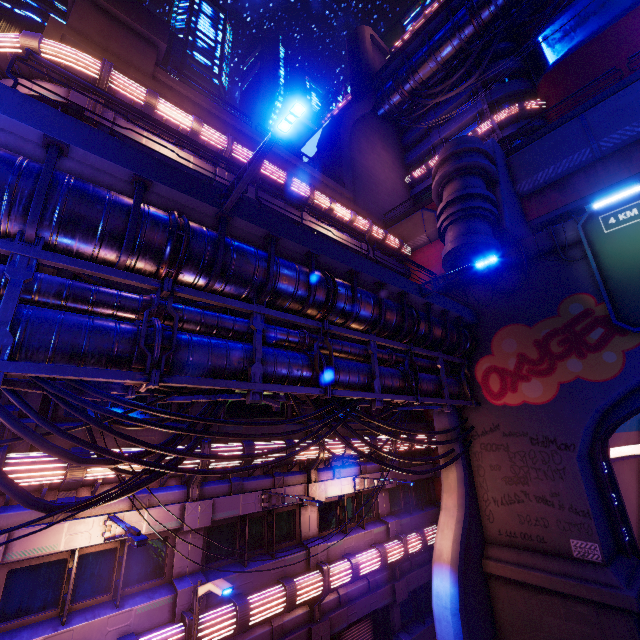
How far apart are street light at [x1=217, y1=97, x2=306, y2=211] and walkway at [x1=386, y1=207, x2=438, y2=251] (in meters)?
17.82

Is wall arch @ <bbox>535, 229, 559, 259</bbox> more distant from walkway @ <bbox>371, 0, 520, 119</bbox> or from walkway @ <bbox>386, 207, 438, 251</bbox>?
walkway @ <bbox>371, 0, 520, 119</bbox>

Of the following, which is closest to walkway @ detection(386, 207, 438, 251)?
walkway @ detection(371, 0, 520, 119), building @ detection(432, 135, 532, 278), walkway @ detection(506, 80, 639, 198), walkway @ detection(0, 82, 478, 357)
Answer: building @ detection(432, 135, 532, 278)

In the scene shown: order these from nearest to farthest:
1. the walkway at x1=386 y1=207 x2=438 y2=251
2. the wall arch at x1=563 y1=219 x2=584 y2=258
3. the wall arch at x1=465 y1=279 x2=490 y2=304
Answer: the wall arch at x1=563 y1=219 x2=584 y2=258 < the wall arch at x1=465 y1=279 x2=490 y2=304 < the walkway at x1=386 y1=207 x2=438 y2=251

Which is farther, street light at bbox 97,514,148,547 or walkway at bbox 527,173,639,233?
walkway at bbox 527,173,639,233

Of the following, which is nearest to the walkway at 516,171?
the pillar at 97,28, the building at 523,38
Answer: the building at 523,38

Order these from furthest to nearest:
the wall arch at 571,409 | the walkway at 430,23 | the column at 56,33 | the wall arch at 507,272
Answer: the walkway at 430,23
the wall arch at 507,272
the column at 56,33
the wall arch at 571,409

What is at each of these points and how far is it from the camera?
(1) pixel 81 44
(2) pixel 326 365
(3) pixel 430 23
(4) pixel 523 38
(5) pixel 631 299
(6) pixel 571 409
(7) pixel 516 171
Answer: (1) beam, 13.8 meters
(2) pipe, 10.5 meters
(3) walkway, 30.8 meters
(4) building, 30.7 meters
(5) sign, 12.7 meters
(6) wall arch, 13.9 meters
(7) walkway, 19.2 meters
